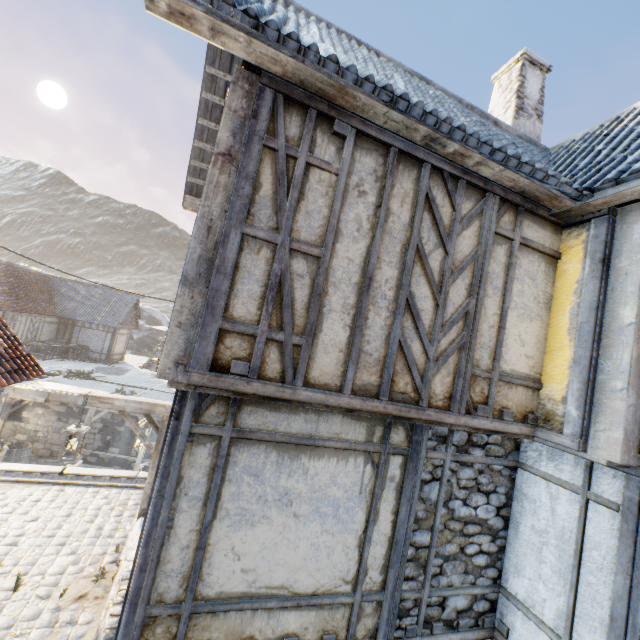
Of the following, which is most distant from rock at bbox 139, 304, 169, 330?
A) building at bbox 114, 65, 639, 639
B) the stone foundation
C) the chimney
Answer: the chimney

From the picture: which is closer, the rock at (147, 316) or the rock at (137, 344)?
the rock at (137, 344)

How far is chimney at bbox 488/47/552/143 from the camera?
7.34m

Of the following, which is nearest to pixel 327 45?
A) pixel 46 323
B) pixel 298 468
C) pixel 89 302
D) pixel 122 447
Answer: pixel 298 468

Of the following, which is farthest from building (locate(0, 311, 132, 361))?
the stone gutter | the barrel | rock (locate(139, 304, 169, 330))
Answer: the stone gutter

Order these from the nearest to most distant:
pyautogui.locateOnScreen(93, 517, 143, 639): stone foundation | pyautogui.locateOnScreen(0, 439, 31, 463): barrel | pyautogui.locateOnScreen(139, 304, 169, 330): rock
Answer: pyautogui.locateOnScreen(93, 517, 143, 639): stone foundation, pyautogui.locateOnScreen(0, 439, 31, 463): barrel, pyautogui.locateOnScreen(139, 304, 169, 330): rock

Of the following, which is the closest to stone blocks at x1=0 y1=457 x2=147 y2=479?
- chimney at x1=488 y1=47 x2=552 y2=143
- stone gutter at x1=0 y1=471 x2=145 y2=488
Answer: stone gutter at x1=0 y1=471 x2=145 y2=488

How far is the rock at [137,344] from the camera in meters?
37.2
